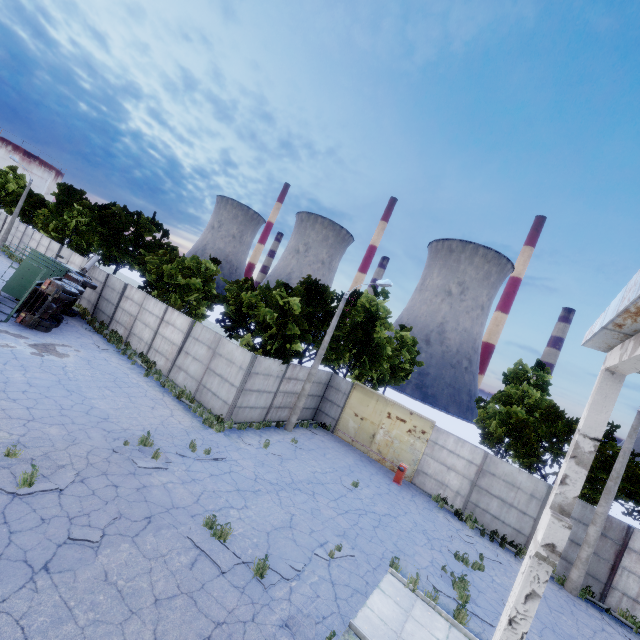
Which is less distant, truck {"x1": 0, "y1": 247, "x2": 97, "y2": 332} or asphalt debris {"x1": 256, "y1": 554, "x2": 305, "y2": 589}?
asphalt debris {"x1": 256, "y1": 554, "x2": 305, "y2": 589}

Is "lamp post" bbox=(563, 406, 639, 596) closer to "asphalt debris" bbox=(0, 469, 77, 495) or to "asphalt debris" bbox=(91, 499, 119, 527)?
"asphalt debris" bbox=(91, 499, 119, 527)

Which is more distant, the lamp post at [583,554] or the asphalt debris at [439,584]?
the lamp post at [583,554]

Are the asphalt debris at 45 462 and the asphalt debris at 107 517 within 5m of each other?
yes

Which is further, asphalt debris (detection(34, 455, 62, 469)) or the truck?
the truck

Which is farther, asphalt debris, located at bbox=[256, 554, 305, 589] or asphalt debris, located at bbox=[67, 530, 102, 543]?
asphalt debris, located at bbox=[256, 554, 305, 589]

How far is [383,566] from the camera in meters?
10.3 m

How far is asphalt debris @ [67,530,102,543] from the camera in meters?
6.8
